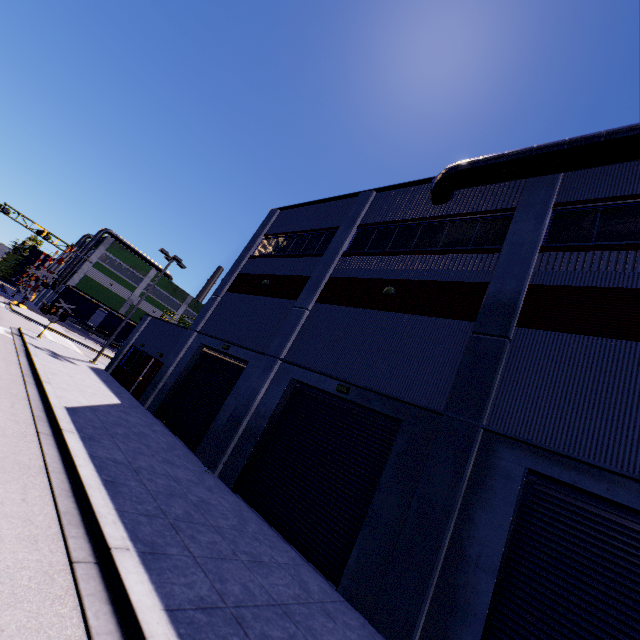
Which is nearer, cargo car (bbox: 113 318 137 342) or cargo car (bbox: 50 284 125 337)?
cargo car (bbox: 50 284 125 337)

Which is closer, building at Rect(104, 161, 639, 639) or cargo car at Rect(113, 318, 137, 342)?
building at Rect(104, 161, 639, 639)

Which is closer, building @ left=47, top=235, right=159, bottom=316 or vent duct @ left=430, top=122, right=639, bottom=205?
vent duct @ left=430, top=122, right=639, bottom=205

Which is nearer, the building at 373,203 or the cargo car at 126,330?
the building at 373,203

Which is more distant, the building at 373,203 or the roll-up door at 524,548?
the building at 373,203

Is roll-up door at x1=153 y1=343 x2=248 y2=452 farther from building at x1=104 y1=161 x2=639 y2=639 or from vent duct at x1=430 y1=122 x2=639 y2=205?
vent duct at x1=430 y1=122 x2=639 y2=205

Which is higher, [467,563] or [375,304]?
[375,304]

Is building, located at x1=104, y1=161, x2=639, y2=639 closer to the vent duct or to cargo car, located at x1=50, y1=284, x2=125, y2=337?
the vent duct
